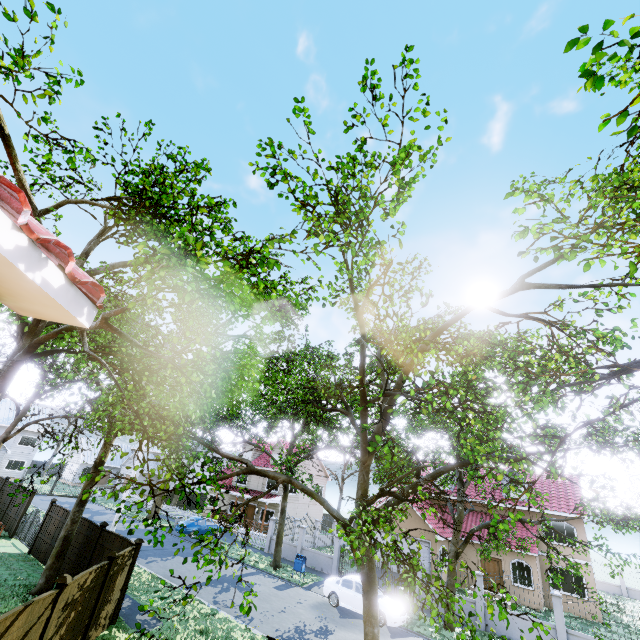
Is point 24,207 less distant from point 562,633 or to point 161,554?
point 562,633

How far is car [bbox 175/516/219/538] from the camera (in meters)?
27.52

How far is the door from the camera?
24.0 meters

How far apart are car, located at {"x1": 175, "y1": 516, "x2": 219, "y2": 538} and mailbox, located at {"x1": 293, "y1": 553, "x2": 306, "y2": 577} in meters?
11.6

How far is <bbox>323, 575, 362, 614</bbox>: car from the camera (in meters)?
16.80

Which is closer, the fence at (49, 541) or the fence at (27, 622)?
the fence at (27, 622)

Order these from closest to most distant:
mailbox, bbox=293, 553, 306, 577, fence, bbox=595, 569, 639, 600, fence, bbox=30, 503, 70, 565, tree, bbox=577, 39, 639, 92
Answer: tree, bbox=577, 39, 639, 92 → fence, bbox=30, 503, 70, 565 → mailbox, bbox=293, 553, 306, 577 → fence, bbox=595, 569, 639, 600

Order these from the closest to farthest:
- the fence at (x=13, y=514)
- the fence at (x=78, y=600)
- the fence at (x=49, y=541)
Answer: the fence at (x=78, y=600) → the fence at (x=49, y=541) → the fence at (x=13, y=514)
